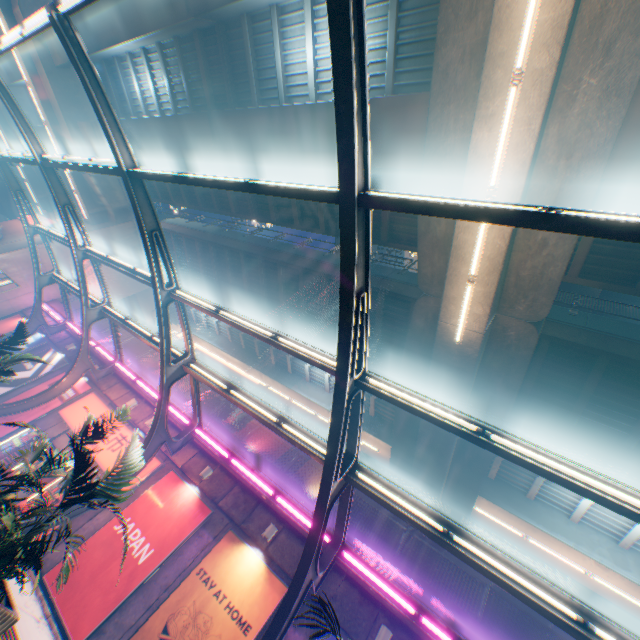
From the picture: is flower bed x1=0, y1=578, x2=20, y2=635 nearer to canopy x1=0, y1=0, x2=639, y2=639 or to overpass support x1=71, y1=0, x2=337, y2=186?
canopy x1=0, y1=0, x2=639, y2=639

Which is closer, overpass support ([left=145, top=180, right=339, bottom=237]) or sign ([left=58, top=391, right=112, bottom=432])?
sign ([left=58, top=391, right=112, bottom=432])

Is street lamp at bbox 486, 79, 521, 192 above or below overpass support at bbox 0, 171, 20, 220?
below

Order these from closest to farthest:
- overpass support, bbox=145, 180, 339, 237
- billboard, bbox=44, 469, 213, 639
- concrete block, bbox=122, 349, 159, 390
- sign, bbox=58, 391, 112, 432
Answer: billboard, bbox=44, 469, 213, 639 < sign, bbox=58, 391, 112, 432 < overpass support, bbox=145, 180, 339, 237 < concrete block, bbox=122, 349, 159, 390

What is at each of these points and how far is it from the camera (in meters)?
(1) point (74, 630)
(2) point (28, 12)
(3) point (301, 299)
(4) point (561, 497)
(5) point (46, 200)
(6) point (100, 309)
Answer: (1) billboard, 8.64
(2) overpass support, 20.66
(3) overpass support, 19.61
(4) overpass support, 14.80
(5) overpass support, 35.75
(6) canopy, 15.47

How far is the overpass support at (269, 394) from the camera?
22.94m

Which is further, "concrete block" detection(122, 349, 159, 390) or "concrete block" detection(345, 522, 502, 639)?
"concrete block" detection(122, 349, 159, 390)

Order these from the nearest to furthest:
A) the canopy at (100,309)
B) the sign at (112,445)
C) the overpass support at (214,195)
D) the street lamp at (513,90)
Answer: the canopy at (100,309)
the street lamp at (513,90)
the sign at (112,445)
the overpass support at (214,195)
